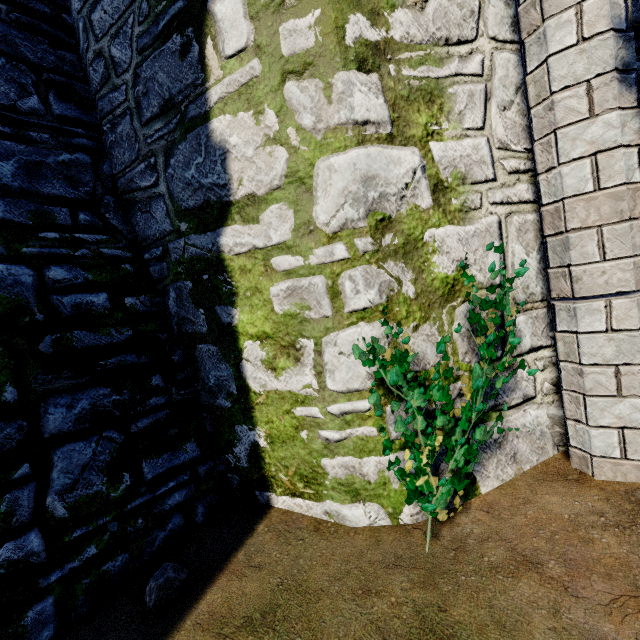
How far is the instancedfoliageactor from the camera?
2.2 meters

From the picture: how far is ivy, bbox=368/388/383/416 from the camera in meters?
2.1 m

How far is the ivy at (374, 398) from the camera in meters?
2.1 m

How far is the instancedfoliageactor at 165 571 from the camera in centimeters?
224cm

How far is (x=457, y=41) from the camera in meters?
2.5 m

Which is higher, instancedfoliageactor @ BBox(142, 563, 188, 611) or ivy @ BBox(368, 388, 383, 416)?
ivy @ BBox(368, 388, 383, 416)
